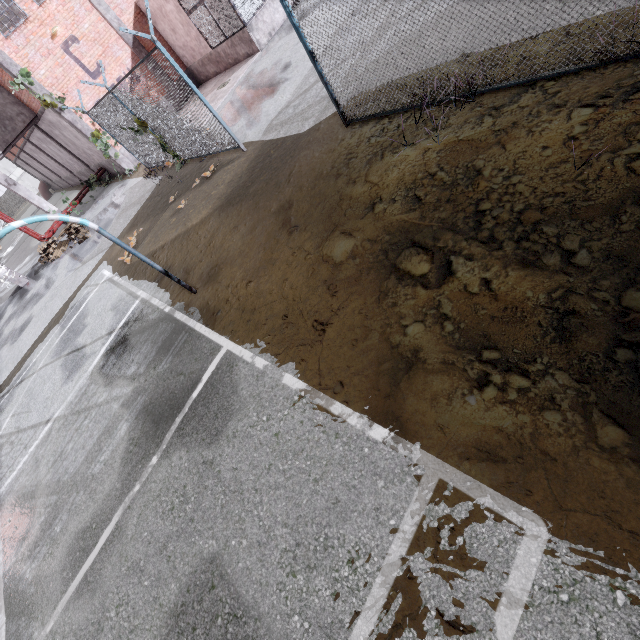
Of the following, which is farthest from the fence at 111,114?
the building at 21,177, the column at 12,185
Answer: the column at 12,185

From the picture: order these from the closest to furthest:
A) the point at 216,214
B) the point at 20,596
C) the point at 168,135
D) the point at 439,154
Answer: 1. the point at 439,154
2. the point at 20,596
3. the point at 216,214
4. the point at 168,135

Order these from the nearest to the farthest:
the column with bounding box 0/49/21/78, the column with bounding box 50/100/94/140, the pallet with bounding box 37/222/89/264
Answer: the column with bounding box 0/49/21/78
the column with bounding box 50/100/94/140
the pallet with bounding box 37/222/89/264

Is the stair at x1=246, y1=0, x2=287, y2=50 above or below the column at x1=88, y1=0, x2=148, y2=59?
below

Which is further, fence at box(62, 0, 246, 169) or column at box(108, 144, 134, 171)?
column at box(108, 144, 134, 171)

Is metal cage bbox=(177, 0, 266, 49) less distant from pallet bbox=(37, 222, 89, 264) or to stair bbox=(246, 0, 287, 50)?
stair bbox=(246, 0, 287, 50)

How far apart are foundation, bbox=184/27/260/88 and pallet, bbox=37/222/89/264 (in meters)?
10.79

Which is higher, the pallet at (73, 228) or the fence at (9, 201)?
the fence at (9, 201)
